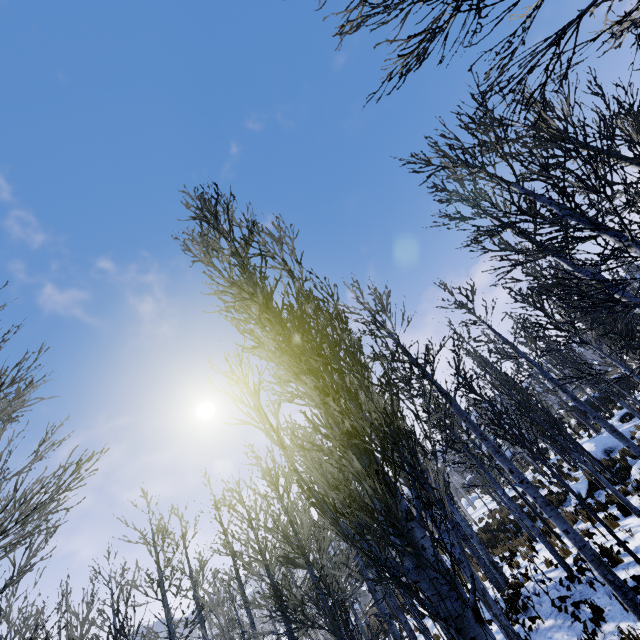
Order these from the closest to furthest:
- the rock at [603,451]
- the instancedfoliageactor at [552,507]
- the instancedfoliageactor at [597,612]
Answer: the instancedfoliageactor at [552,507]
the instancedfoliageactor at [597,612]
the rock at [603,451]

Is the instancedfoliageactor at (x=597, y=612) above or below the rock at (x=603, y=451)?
below

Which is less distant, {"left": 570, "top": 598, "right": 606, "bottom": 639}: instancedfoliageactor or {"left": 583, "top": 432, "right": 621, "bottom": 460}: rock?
{"left": 570, "top": 598, "right": 606, "bottom": 639}: instancedfoliageactor

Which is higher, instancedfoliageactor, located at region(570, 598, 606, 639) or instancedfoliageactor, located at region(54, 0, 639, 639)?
instancedfoliageactor, located at region(54, 0, 639, 639)

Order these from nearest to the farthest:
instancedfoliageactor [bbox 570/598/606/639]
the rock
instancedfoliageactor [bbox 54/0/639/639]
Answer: instancedfoliageactor [bbox 54/0/639/639]
instancedfoliageactor [bbox 570/598/606/639]
the rock

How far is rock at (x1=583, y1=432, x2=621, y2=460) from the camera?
17.9 meters

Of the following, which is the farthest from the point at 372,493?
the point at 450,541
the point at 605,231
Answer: the point at 605,231

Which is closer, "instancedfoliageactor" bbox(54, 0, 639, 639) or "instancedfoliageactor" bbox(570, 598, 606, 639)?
"instancedfoliageactor" bbox(54, 0, 639, 639)
